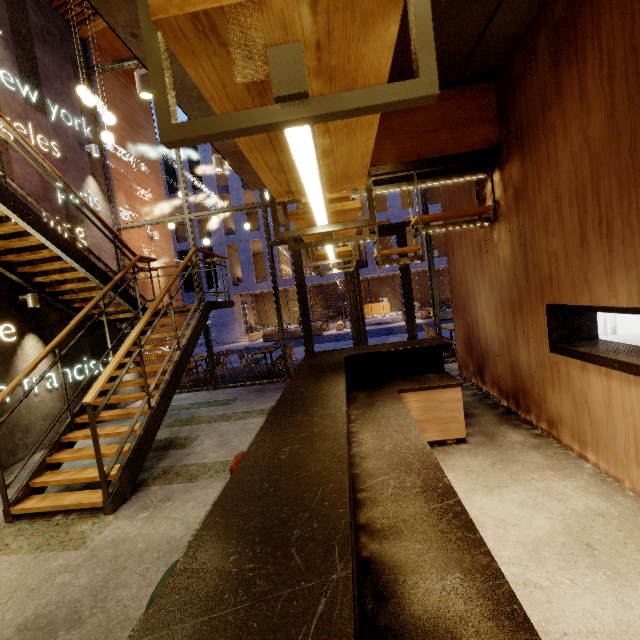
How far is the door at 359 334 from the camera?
8.1m

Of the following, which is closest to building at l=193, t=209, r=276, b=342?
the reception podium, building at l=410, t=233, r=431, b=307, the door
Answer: building at l=410, t=233, r=431, b=307

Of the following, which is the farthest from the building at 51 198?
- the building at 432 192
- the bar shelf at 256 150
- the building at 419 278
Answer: the building at 419 278

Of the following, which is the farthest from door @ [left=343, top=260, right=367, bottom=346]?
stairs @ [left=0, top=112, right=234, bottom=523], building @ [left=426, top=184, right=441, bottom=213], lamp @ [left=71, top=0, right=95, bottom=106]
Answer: building @ [left=426, top=184, right=441, bottom=213]

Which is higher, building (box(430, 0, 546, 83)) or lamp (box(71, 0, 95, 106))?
lamp (box(71, 0, 95, 106))

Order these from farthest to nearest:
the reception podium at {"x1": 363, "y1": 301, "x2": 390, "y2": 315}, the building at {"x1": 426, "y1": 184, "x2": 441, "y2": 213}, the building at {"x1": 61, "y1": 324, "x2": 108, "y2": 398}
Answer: the reception podium at {"x1": 363, "y1": 301, "x2": 390, "y2": 315}, the building at {"x1": 426, "y1": 184, "x2": 441, "y2": 213}, the building at {"x1": 61, "y1": 324, "x2": 108, "y2": 398}

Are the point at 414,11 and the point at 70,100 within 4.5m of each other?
no

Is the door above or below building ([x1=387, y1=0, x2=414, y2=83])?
below
